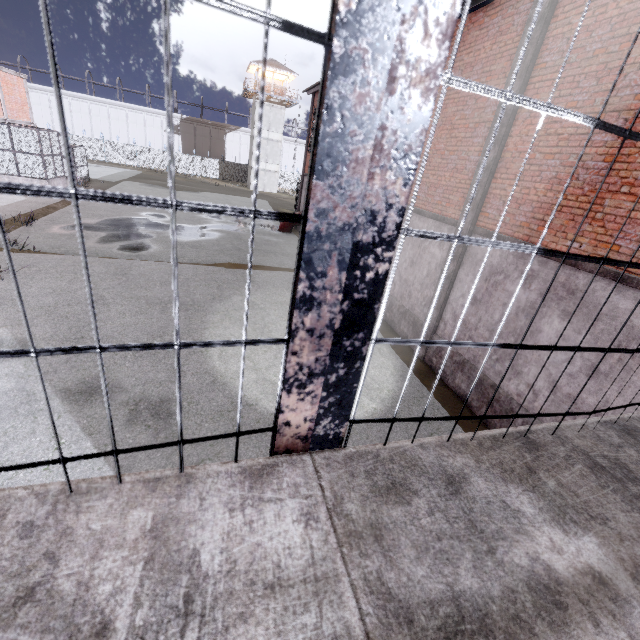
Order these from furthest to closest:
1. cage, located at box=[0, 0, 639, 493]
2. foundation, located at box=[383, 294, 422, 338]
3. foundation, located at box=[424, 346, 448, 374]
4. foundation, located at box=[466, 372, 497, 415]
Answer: foundation, located at box=[383, 294, 422, 338] → foundation, located at box=[424, 346, 448, 374] → foundation, located at box=[466, 372, 497, 415] → cage, located at box=[0, 0, 639, 493]

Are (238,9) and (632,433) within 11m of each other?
yes

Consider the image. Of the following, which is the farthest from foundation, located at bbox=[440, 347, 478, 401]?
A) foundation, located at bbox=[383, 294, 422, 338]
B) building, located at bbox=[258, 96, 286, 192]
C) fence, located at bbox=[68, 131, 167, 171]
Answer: building, located at bbox=[258, 96, 286, 192]

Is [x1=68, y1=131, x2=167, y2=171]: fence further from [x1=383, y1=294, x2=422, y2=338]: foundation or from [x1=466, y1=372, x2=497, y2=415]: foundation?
[x1=383, y1=294, x2=422, y2=338]: foundation

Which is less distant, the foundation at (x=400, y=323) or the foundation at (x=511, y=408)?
the foundation at (x=511, y=408)

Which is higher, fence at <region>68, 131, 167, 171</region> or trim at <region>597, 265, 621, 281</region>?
trim at <region>597, 265, 621, 281</region>

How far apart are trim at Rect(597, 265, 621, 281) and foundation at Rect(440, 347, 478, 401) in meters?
2.9

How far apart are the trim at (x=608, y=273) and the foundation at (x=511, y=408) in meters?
2.9
